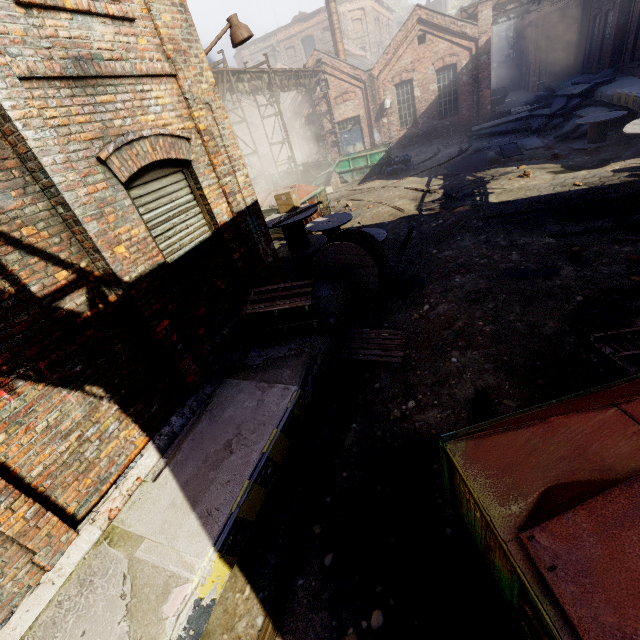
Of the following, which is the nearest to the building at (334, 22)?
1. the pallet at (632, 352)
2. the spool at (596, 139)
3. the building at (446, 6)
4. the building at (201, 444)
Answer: the spool at (596, 139)

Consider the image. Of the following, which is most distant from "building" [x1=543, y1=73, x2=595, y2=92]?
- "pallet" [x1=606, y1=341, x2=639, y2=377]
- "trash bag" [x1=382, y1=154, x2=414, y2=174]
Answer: "trash bag" [x1=382, y1=154, x2=414, y2=174]

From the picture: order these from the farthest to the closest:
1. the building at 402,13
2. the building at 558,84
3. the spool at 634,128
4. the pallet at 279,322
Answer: the building at 402,13, the building at 558,84, the spool at 634,128, the pallet at 279,322

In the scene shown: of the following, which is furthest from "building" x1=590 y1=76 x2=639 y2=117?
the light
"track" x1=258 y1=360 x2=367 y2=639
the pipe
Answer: the pipe

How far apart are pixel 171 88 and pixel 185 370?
3.94m

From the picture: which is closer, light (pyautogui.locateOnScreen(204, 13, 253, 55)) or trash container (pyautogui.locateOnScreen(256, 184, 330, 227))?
light (pyautogui.locateOnScreen(204, 13, 253, 55))

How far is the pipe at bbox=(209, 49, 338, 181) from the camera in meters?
13.7

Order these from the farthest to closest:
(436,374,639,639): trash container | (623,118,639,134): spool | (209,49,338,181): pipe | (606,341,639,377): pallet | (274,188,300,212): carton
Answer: (209,49,338,181): pipe → (623,118,639,134): spool → (274,188,300,212): carton → (606,341,639,377): pallet → (436,374,639,639): trash container
